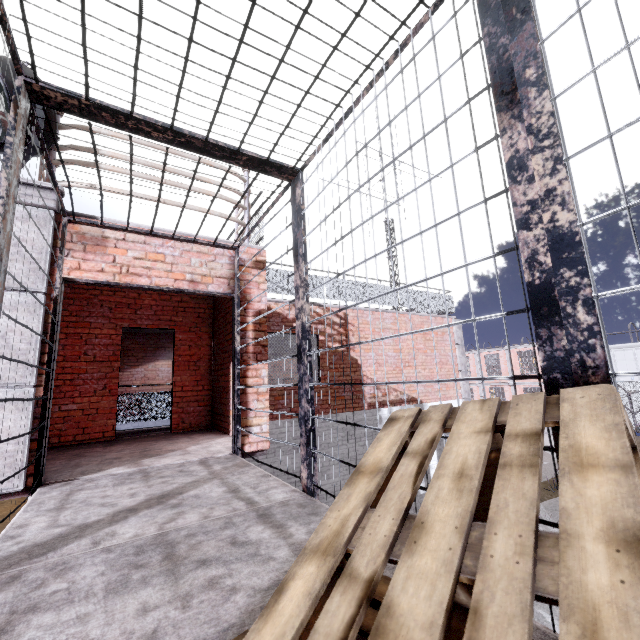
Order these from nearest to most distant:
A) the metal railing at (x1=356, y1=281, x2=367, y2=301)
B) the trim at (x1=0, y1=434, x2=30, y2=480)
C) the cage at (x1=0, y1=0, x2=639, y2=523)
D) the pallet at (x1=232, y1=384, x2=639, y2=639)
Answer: the pallet at (x1=232, y1=384, x2=639, y2=639)
the cage at (x1=0, y1=0, x2=639, y2=523)
the trim at (x1=0, y1=434, x2=30, y2=480)
the metal railing at (x1=356, y1=281, x2=367, y2=301)

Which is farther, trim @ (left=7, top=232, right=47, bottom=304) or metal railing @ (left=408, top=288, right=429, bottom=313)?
metal railing @ (left=408, top=288, right=429, bottom=313)

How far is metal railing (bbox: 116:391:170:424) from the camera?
7.55m

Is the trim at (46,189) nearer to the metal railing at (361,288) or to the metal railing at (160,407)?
the metal railing at (361,288)

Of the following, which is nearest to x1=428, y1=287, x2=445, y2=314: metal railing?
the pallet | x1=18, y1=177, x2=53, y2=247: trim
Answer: x1=18, y1=177, x2=53, y2=247: trim

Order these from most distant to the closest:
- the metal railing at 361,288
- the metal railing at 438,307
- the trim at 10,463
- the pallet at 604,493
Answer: the metal railing at 438,307 < the metal railing at 361,288 < the trim at 10,463 < the pallet at 604,493

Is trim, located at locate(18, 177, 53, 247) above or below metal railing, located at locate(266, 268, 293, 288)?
below

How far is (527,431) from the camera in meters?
1.0
